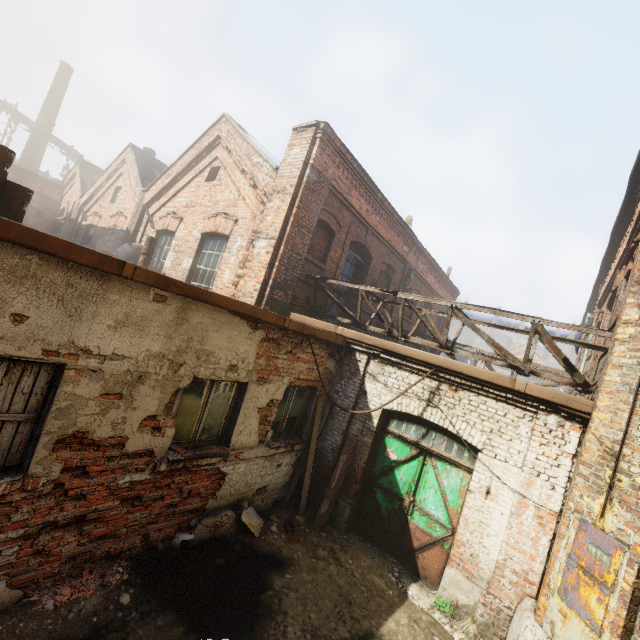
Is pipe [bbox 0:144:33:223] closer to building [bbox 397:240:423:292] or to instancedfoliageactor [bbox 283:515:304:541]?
instancedfoliageactor [bbox 283:515:304:541]

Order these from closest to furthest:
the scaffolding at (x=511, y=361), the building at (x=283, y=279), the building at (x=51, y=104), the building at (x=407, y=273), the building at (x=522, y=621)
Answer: the building at (x=522, y=621) < the scaffolding at (x=511, y=361) < the building at (x=283, y=279) < the building at (x=407, y=273) < the building at (x=51, y=104)

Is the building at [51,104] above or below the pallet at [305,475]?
above

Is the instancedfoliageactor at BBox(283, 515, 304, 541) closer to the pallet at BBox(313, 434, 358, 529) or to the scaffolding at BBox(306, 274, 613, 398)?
the pallet at BBox(313, 434, 358, 529)

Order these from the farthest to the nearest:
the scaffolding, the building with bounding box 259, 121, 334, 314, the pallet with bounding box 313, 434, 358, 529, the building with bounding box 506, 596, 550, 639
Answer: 1. the building with bounding box 259, 121, 334, 314
2. the pallet with bounding box 313, 434, 358, 529
3. the scaffolding
4. the building with bounding box 506, 596, 550, 639

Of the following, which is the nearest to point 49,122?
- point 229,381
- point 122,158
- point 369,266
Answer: point 122,158

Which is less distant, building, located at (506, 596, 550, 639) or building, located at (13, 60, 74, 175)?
building, located at (506, 596, 550, 639)

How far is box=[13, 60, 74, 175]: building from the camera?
23.8m
